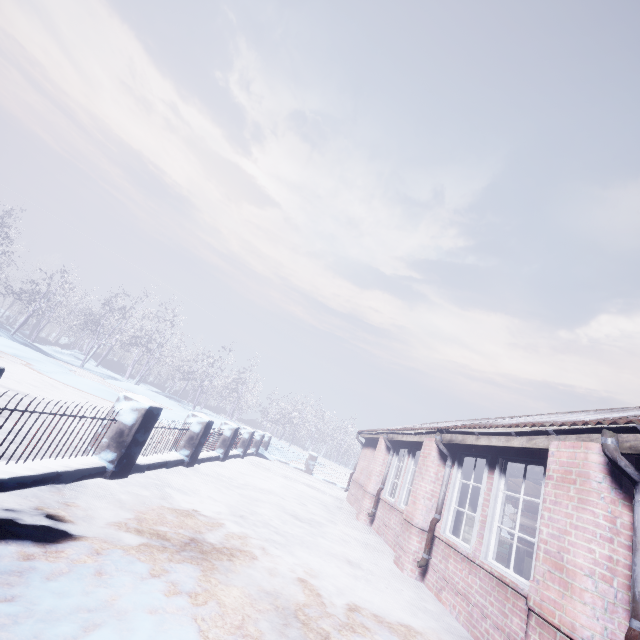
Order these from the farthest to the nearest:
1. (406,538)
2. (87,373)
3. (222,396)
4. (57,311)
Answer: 1. (222,396)
2. (57,311)
3. (87,373)
4. (406,538)

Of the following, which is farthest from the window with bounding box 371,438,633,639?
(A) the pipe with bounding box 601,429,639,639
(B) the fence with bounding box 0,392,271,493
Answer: (B) the fence with bounding box 0,392,271,493

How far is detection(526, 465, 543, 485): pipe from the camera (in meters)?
4.84

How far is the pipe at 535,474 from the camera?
4.8 meters

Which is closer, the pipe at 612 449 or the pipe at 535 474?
the pipe at 612 449

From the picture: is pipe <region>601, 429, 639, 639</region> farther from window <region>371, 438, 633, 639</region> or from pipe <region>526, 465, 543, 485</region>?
pipe <region>526, 465, 543, 485</region>

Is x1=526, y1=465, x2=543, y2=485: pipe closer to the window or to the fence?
the window

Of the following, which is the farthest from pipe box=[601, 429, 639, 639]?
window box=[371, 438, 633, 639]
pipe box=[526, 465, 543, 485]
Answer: pipe box=[526, 465, 543, 485]
